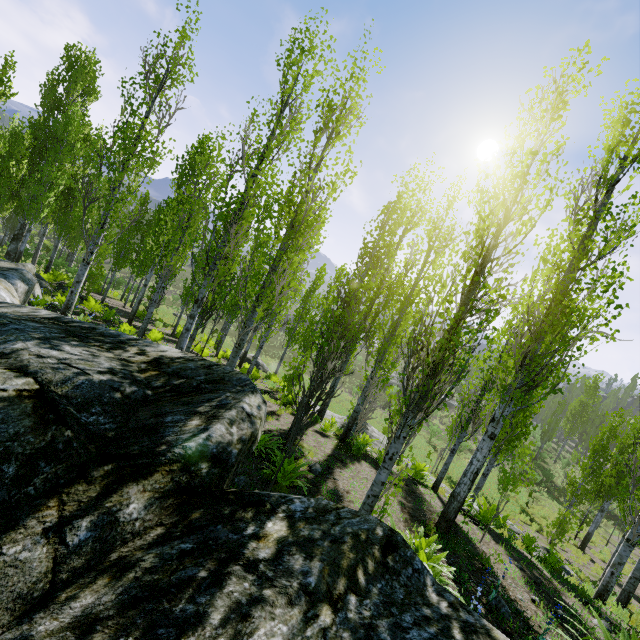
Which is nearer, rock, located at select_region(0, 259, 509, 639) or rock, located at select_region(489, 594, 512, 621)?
rock, located at select_region(0, 259, 509, 639)

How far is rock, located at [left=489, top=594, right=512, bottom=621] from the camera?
5.0m

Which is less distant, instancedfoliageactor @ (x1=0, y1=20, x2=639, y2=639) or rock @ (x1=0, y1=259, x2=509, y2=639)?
rock @ (x1=0, y1=259, x2=509, y2=639)

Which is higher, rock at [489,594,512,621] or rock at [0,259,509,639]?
rock at [0,259,509,639]

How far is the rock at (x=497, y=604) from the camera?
5.0 meters

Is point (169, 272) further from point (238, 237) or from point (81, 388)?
point (81, 388)

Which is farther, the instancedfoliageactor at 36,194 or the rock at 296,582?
the instancedfoliageactor at 36,194
